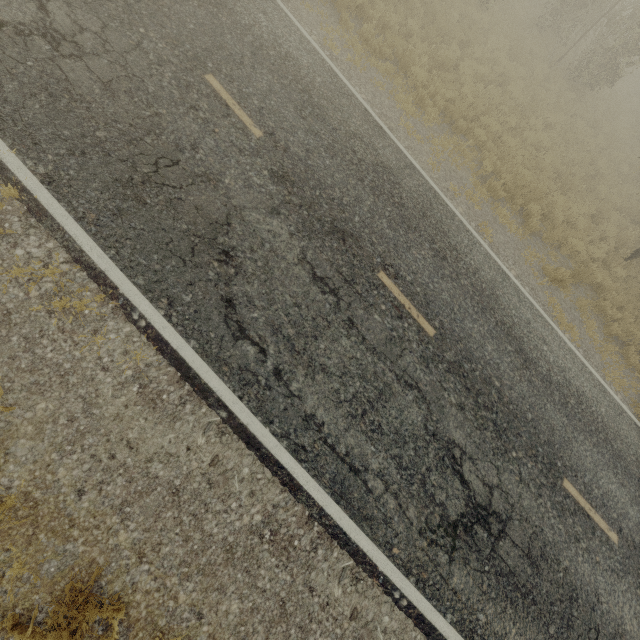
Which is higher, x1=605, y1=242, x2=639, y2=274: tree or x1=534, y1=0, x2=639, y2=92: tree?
x1=534, y1=0, x2=639, y2=92: tree

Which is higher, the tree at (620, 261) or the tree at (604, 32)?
the tree at (604, 32)

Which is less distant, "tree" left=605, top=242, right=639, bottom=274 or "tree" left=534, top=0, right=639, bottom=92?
"tree" left=605, top=242, right=639, bottom=274

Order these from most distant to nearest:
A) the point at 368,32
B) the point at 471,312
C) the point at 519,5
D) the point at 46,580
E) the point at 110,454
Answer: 1. the point at 519,5
2. the point at 368,32
3. the point at 471,312
4. the point at 110,454
5. the point at 46,580

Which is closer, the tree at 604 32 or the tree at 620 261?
the tree at 620 261
